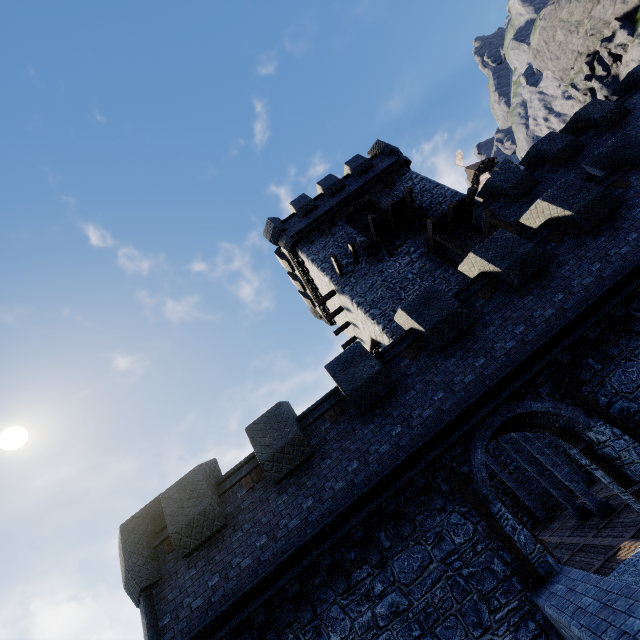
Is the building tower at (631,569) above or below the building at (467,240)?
below

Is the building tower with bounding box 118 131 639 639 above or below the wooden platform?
below

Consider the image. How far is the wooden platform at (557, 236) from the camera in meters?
10.1

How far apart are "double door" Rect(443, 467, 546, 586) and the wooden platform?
7.6 meters

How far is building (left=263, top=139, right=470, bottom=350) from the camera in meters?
17.1 m

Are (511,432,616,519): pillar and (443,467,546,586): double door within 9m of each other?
no

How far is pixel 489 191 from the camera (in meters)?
15.95
